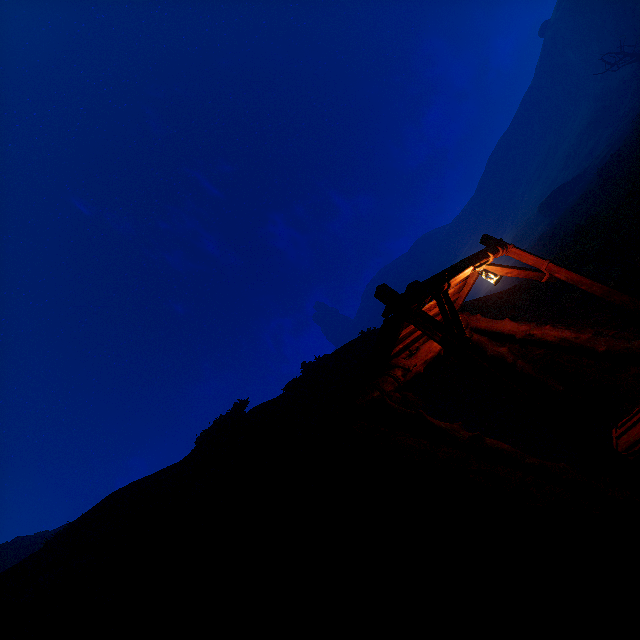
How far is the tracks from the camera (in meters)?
5.86

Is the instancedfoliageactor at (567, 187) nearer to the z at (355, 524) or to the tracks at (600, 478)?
the z at (355, 524)

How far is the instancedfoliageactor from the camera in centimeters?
4275cm

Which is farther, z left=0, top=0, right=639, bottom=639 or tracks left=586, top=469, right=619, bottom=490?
tracks left=586, top=469, right=619, bottom=490

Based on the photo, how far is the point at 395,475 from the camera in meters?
4.8

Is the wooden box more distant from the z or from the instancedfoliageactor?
the instancedfoliageactor

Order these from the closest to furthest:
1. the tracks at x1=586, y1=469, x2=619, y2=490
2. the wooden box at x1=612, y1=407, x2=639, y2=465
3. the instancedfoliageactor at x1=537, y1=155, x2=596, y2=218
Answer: the wooden box at x1=612, y1=407, x2=639, y2=465
the tracks at x1=586, y1=469, x2=619, y2=490
the instancedfoliageactor at x1=537, y1=155, x2=596, y2=218

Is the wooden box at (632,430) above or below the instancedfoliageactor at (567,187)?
below
